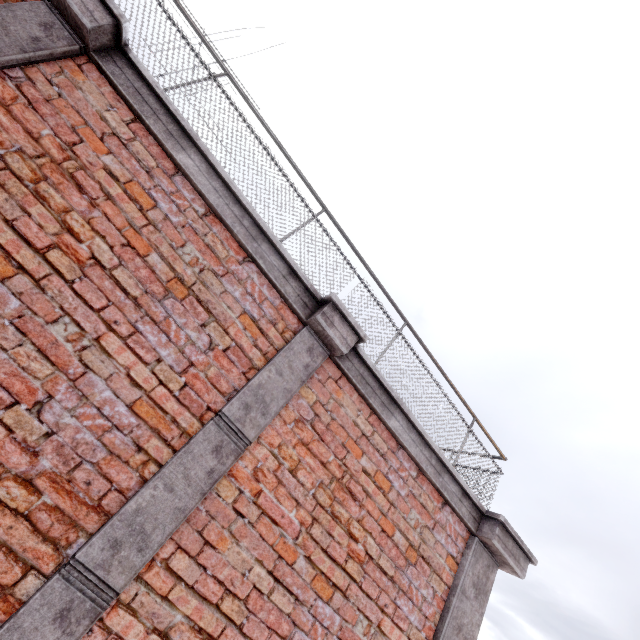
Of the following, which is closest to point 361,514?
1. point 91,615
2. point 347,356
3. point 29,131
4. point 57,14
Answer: point 347,356
